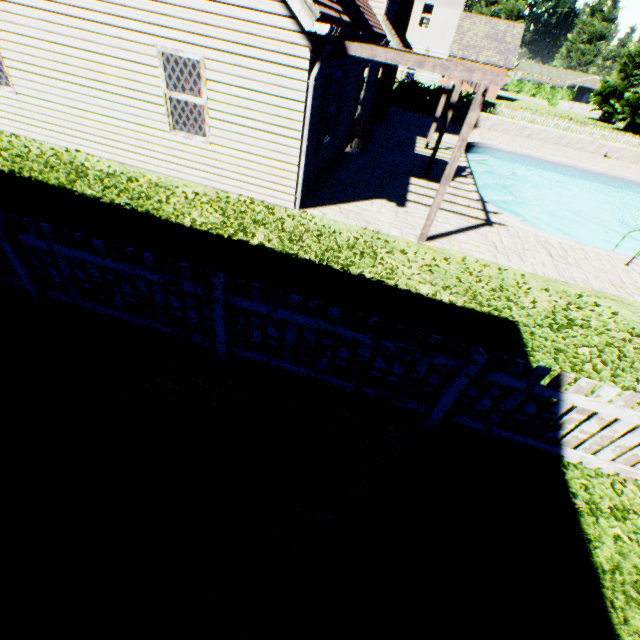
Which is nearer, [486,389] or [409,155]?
[486,389]

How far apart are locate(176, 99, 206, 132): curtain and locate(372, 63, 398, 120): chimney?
13.8m

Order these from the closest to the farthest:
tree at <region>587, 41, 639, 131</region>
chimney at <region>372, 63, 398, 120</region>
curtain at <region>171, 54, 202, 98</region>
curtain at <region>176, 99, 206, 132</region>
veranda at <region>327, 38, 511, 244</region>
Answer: veranda at <region>327, 38, 511, 244</region>, curtain at <region>171, 54, 202, 98</region>, curtain at <region>176, 99, 206, 132</region>, chimney at <region>372, 63, 398, 120</region>, tree at <region>587, 41, 639, 131</region>

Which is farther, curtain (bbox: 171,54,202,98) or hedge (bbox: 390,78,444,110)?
hedge (bbox: 390,78,444,110)

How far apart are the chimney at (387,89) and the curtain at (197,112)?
13.79m

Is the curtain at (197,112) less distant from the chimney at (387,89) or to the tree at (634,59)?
the chimney at (387,89)

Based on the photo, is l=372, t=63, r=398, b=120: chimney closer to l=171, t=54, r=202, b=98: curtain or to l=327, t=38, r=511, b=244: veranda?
l=327, t=38, r=511, b=244: veranda

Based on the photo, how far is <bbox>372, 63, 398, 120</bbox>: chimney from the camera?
16.62m
